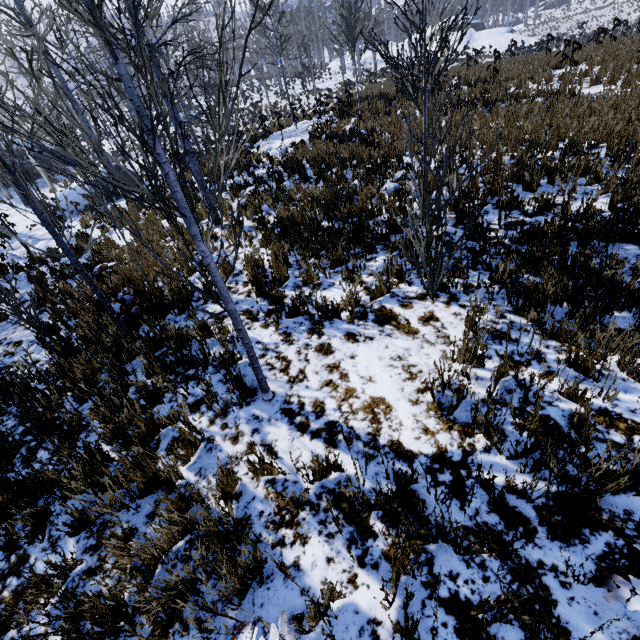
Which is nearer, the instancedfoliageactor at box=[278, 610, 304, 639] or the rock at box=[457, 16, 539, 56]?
the instancedfoliageactor at box=[278, 610, 304, 639]

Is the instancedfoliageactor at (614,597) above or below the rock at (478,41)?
below

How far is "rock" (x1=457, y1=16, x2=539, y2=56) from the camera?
36.12m

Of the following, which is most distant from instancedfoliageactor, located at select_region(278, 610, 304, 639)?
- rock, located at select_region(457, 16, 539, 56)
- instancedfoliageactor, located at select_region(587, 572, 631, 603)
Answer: rock, located at select_region(457, 16, 539, 56)

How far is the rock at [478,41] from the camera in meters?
36.1 m

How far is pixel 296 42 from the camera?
58.97m

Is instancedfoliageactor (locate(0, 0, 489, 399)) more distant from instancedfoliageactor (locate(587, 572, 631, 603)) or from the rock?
the rock
